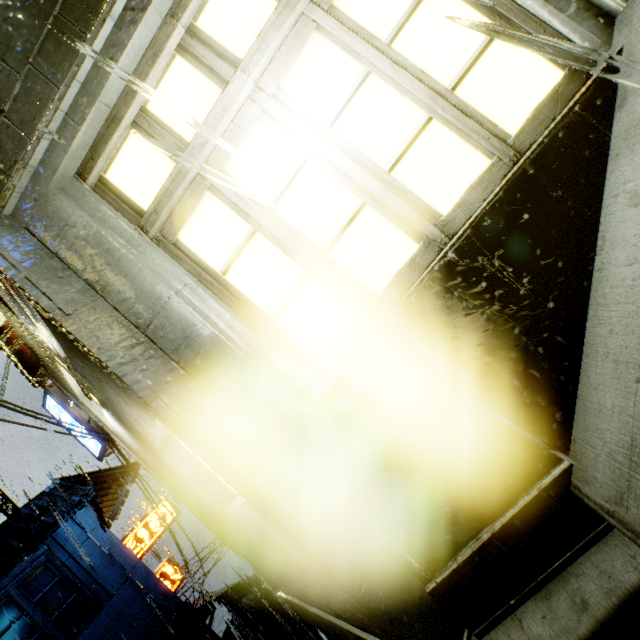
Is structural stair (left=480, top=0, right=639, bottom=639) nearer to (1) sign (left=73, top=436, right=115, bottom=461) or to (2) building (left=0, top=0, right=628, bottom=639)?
(2) building (left=0, top=0, right=628, bottom=639)

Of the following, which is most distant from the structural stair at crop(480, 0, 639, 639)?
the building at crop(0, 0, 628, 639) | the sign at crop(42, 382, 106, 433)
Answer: the sign at crop(42, 382, 106, 433)

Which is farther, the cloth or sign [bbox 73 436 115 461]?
the cloth

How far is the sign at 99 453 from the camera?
10.34m

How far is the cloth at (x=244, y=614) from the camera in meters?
17.9 m

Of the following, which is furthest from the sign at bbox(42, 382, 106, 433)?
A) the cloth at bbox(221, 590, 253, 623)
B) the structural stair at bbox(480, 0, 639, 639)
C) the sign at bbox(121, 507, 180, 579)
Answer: the sign at bbox(121, 507, 180, 579)

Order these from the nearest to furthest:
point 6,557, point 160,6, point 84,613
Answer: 1. point 160,6
2. point 6,557
3. point 84,613

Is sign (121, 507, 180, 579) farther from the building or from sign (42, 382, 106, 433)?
sign (42, 382, 106, 433)
